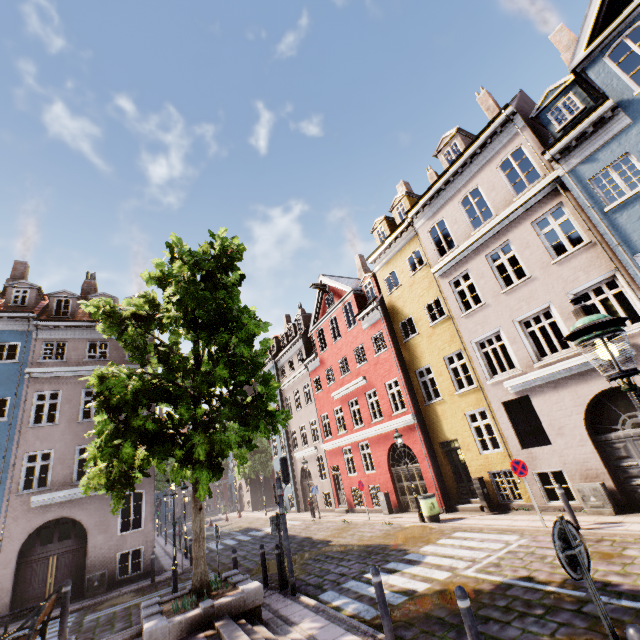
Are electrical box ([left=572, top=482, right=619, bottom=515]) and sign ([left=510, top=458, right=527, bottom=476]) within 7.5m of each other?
yes

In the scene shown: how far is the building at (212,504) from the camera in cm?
5472

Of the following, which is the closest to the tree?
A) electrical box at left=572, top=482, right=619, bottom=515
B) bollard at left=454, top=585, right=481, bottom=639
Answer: bollard at left=454, top=585, right=481, bottom=639

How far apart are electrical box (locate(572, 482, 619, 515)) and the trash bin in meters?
5.1

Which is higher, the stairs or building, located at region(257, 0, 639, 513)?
building, located at region(257, 0, 639, 513)

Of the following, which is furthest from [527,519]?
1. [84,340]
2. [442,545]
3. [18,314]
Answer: [18,314]

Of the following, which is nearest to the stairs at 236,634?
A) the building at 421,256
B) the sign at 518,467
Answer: the sign at 518,467

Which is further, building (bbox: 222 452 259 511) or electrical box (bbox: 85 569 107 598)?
building (bbox: 222 452 259 511)
